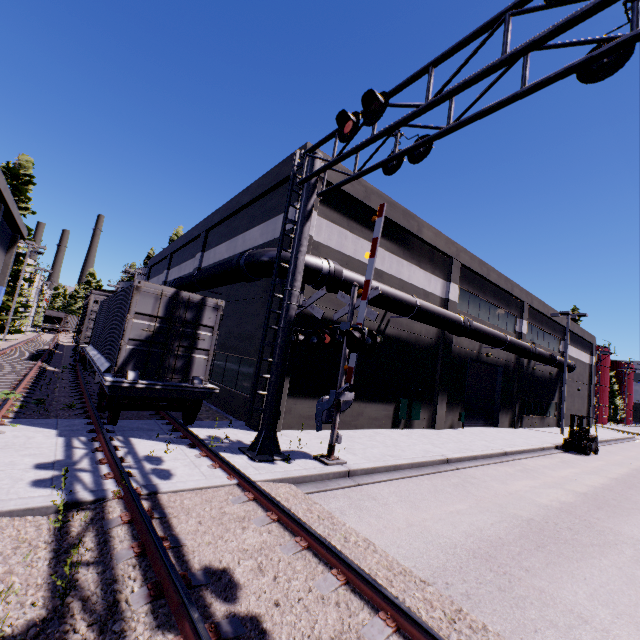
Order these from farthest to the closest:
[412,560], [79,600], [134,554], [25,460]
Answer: [25,460] < [412,560] < [134,554] < [79,600]

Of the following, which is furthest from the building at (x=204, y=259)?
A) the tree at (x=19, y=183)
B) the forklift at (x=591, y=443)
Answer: the forklift at (x=591, y=443)

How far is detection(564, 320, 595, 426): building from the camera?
33.5 meters

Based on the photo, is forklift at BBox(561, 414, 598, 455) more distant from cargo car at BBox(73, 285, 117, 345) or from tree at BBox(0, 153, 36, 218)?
tree at BBox(0, 153, 36, 218)

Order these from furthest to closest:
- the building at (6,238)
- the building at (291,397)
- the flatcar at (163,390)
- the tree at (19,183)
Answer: the tree at (19,183), the building at (6,238), the building at (291,397), the flatcar at (163,390)

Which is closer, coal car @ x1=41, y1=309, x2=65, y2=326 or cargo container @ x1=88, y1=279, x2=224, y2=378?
cargo container @ x1=88, y1=279, x2=224, y2=378

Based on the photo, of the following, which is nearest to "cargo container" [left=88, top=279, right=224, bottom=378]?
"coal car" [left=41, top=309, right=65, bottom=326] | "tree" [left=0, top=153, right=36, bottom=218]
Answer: "tree" [left=0, top=153, right=36, bottom=218]

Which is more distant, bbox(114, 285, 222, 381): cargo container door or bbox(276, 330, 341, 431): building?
bbox(276, 330, 341, 431): building
